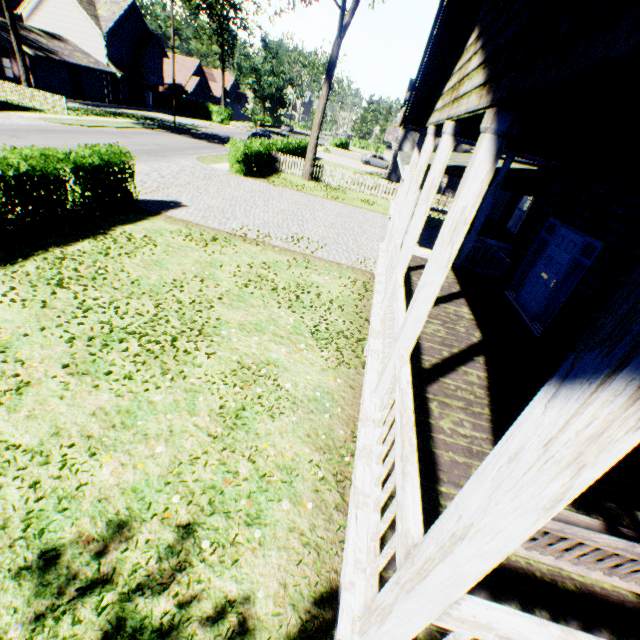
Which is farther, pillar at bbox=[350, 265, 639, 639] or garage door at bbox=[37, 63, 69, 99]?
garage door at bbox=[37, 63, 69, 99]

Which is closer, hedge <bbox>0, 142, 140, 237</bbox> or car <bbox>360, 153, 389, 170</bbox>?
hedge <bbox>0, 142, 140, 237</bbox>

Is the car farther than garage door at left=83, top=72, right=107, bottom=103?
Yes

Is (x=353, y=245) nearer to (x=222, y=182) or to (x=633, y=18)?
(x=222, y=182)

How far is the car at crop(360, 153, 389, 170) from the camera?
43.8m

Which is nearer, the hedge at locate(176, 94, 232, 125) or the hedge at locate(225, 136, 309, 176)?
the hedge at locate(225, 136, 309, 176)

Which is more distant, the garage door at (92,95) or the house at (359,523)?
the garage door at (92,95)

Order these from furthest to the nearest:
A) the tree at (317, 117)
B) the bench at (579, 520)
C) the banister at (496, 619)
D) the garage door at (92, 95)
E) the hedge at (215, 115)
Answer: the hedge at (215, 115) < the garage door at (92, 95) < the tree at (317, 117) < the bench at (579, 520) < the banister at (496, 619)
